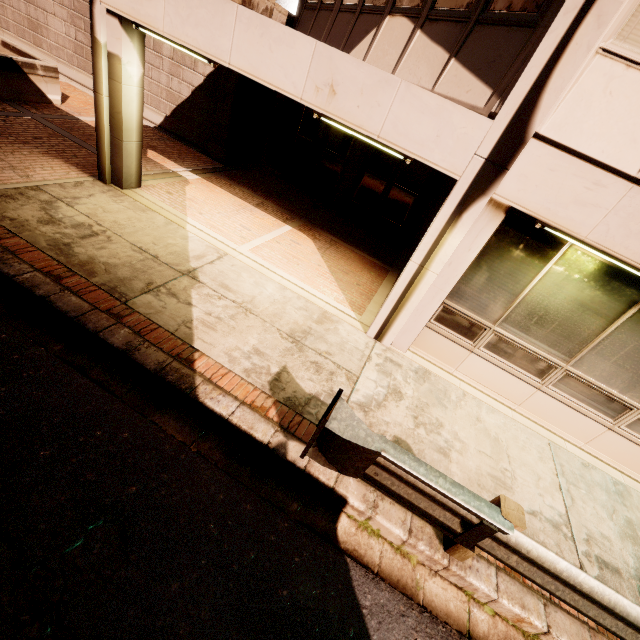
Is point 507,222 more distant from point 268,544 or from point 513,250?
point 268,544

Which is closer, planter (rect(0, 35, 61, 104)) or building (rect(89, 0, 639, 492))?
building (rect(89, 0, 639, 492))

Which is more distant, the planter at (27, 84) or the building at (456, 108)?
the planter at (27, 84)
